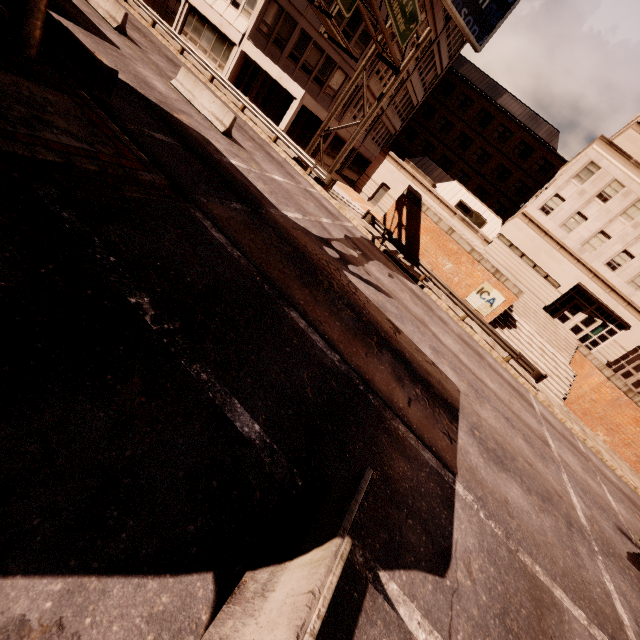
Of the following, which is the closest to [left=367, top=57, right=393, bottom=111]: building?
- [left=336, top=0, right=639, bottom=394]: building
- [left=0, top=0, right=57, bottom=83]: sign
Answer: [left=336, top=0, right=639, bottom=394]: building

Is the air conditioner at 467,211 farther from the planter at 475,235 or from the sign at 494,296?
the sign at 494,296

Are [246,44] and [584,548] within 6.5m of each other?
no

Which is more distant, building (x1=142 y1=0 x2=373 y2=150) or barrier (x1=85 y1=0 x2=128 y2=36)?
building (x1=142 y1=0 x2=373 y2=150)

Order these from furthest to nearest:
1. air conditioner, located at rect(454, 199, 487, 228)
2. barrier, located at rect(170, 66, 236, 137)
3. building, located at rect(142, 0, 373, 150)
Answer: air conditioner, located at rect(454, 199, 487, 228), building, located at rect(142, 0, 373, 150), barrier, located at rect(170, 66, 236, 137)

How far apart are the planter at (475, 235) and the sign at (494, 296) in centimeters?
245cm

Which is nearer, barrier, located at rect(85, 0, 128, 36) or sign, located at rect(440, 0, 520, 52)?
barrier, located at rect(85, 0, 128, 36)

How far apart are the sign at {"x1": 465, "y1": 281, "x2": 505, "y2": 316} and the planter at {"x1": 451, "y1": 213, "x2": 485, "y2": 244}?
2.5m
